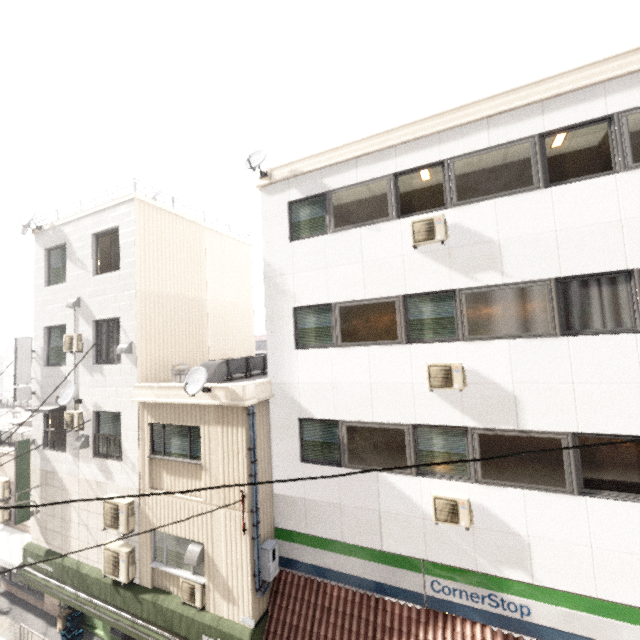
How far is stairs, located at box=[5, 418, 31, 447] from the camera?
14.7m

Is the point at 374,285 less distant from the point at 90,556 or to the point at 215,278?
the point at 215,278

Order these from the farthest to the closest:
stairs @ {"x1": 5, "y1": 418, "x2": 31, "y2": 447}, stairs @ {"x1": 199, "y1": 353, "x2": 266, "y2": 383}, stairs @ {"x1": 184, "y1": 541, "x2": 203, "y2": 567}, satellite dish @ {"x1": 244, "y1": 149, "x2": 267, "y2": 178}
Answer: stairs @ {"x1": 5, "y1": 418, "x2": 31, "y2": 447}, stairs @ {"x1": 199, "y1": 353, "x2": 266, "y2": 383}, satellite dish @ {"x1": 244, "y1": 149, "x2": 267, "y2": 178}, stairs @ {"x1": 184, "y1": 541, "x2": 203, "y2": 567}

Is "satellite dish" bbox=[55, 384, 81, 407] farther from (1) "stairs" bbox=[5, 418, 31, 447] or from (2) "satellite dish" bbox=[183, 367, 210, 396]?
(1) "stairs" bbox=[5, 418, 31, 447]

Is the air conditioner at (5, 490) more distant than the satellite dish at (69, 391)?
Yes

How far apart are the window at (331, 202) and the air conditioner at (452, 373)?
3.46m

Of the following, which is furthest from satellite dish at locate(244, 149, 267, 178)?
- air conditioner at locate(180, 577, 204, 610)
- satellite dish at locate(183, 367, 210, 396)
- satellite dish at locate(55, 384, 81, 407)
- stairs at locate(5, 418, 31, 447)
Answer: stairs at locate(5, 418, 31, 447)

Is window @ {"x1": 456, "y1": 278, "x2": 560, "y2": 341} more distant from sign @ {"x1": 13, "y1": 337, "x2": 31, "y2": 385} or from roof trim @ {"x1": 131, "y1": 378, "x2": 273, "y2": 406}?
sign @ {"x1": 13, "y1": 337, "x2": 31, "y2": 385}
